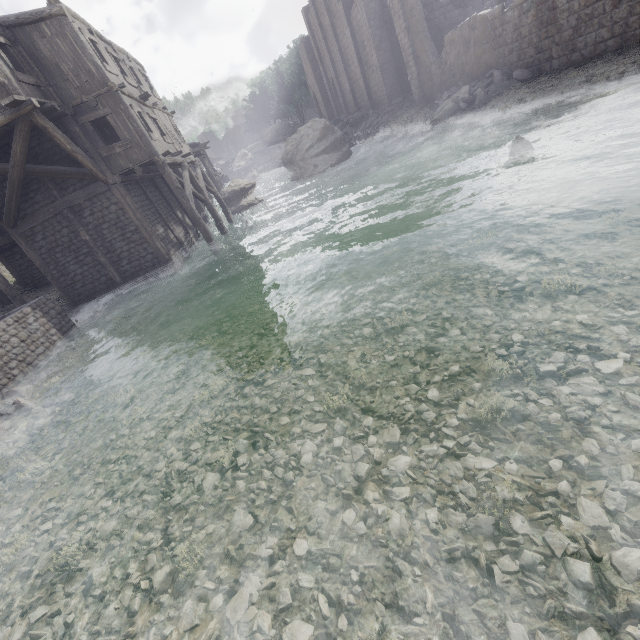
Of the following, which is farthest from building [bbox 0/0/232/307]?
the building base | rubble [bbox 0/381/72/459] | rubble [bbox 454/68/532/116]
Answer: rubble [bbox 0/381/72/459]

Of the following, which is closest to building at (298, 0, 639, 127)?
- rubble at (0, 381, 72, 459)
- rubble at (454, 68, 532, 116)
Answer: rubble at (454, 68, 532, 116)

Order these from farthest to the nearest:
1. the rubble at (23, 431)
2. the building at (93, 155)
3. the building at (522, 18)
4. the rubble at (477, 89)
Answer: the rubble at (477, 89) → the building at (522, 18) → the building at (93, 155) → the rubble at (23, 431)

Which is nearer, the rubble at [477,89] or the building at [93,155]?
the building at [93,155]

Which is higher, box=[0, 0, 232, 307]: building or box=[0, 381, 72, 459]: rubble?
box=[0, 0, 232, 307]: building

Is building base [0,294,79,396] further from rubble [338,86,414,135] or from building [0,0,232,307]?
rubble [338,86,414,135]

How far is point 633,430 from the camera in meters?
2.9 m
